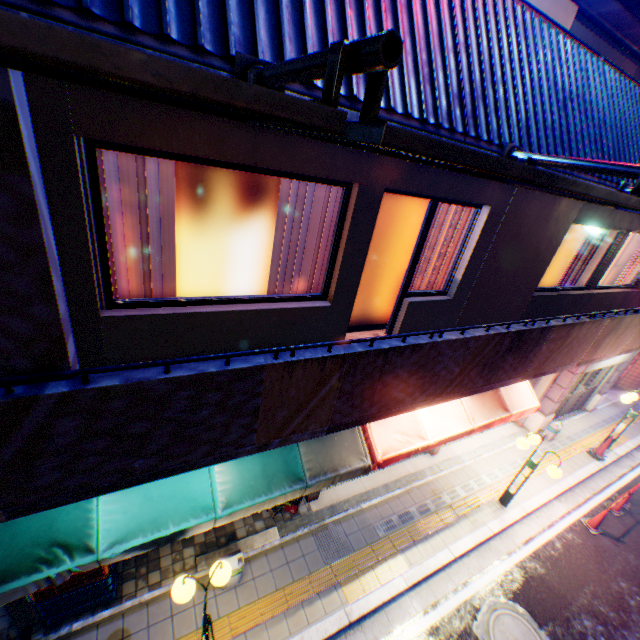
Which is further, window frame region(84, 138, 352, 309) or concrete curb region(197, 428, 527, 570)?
concrete curb region(197, 428, 527, 570)

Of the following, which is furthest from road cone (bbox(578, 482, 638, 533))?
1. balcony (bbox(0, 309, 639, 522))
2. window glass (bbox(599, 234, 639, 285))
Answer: window glass (bbox(599, 234, 639, 285))

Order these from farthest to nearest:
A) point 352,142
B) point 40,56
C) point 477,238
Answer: point 477,238 < point 352,142 < point 40,56

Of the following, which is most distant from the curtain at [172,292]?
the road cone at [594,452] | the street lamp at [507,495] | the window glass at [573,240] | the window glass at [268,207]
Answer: the road cone at [594,452]

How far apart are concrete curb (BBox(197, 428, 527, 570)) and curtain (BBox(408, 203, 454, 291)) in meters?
5.2 m

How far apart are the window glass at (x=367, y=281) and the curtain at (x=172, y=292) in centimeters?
211cm

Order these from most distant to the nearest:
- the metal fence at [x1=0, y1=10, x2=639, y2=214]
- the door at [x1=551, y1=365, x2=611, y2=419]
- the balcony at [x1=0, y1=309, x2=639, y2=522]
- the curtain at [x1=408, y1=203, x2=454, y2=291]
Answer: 1. the door at [x1=551, y1=365, x2=611, y2=419]
2. the curtain at [x1=408, y1=203, x2=454, y2=291]
3. the balcony at [x1=0, y1=309, x2=639, y2=522]
4. the metal fence at [x1=0, y1=10, x2=639, y2=214]

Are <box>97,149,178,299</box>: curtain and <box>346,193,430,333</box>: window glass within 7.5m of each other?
yes
